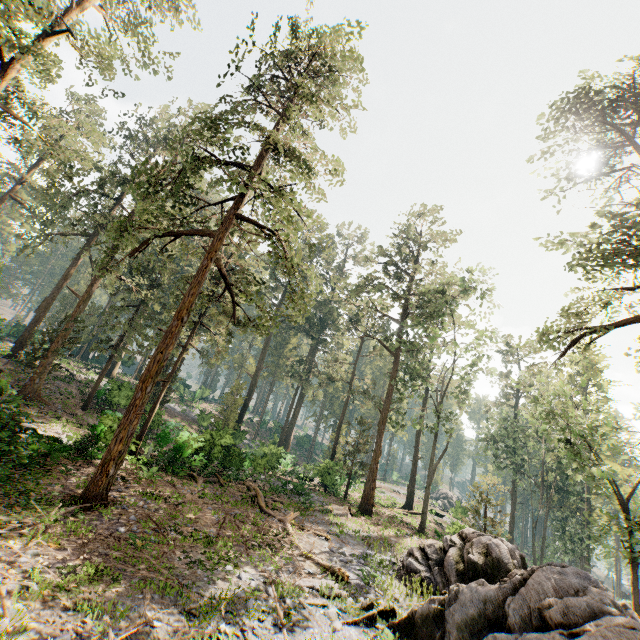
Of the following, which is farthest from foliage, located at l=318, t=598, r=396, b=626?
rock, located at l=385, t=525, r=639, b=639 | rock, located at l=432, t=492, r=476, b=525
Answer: rock, located at l=432, t=492, r=476, b=525

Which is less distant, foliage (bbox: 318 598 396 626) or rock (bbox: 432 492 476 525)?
foliage (bbox: 318 598 396 626)

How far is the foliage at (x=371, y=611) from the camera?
9.27m

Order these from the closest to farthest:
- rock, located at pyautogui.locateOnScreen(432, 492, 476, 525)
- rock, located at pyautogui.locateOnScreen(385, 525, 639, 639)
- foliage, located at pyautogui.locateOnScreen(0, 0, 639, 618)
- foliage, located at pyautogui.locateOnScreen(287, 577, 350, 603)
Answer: rock, located at pyautogui.locateOnScreen(385, 525, 639, 639)
foliage, located at pyautogui.locateOnScreen(287, 577, 350, 603)
foliage, located at pyautogui.locateOnScreen(0, 0, 639, 618)
rock, located at pyautogui.locateOnScreen(432, 492, 476, 525)

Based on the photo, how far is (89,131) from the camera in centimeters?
3844cm

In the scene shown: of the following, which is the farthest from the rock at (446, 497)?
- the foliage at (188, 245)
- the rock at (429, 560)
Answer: the rock at (429, 560)

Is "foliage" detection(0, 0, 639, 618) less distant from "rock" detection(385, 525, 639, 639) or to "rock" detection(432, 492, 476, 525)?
"rock" detection(385, 525, 639, 639)
